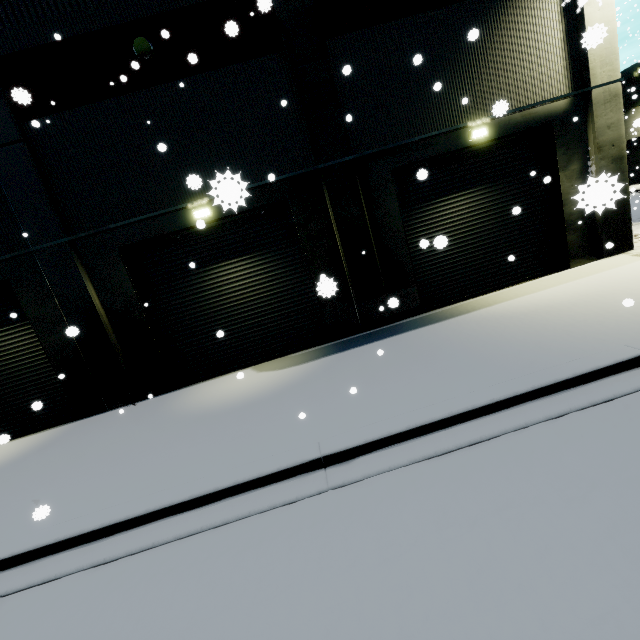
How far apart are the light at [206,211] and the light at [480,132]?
7.59m

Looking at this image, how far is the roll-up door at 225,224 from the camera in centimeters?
938cm

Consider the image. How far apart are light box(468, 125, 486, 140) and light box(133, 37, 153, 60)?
8.6 meters

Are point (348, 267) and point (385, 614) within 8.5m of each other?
yes

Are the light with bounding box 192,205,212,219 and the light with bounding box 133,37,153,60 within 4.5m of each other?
yes

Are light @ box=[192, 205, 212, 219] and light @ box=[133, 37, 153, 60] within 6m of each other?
yes

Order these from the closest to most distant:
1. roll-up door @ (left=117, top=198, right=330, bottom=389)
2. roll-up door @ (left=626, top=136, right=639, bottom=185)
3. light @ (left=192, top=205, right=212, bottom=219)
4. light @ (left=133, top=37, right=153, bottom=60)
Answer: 1. light @ (left=133, top=37, right=153, bottom=60)
2. light @ (left=192, top=205, right=212, bottom=219)
3. roll-up door @ (left=117, top=198, right=330, bottom=389)
4. roll-up door @ (left=626, top=136, right=639, bottom=185)

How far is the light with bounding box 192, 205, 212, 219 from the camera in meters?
8.8 m
